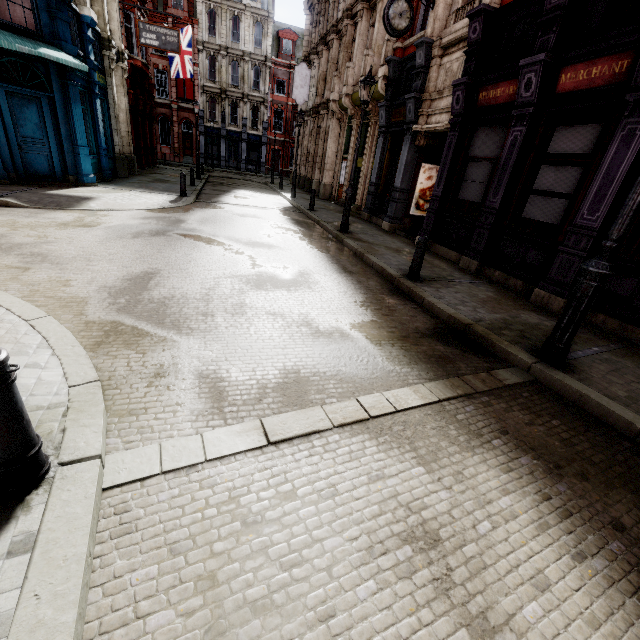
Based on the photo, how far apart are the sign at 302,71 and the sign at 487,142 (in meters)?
18.54

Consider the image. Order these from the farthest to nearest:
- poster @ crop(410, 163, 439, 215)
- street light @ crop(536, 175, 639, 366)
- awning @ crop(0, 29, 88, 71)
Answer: poster @ crop(410, 163, 439, 215)
awning @ crop(0, 29, 88, 71)
street light @ crop(536, 175, 639, 366)

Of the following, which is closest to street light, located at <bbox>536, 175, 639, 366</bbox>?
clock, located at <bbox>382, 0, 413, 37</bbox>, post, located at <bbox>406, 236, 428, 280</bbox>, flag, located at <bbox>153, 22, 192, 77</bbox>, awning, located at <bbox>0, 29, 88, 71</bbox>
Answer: post, located at <bbox>406, 236, 428, 280</bbox>

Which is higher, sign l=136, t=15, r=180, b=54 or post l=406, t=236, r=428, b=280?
sign l=136, t=15, r=180, b=54

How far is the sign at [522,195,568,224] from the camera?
6.86m

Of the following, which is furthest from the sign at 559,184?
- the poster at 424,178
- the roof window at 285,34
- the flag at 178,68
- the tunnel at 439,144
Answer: the roof window at 285,34

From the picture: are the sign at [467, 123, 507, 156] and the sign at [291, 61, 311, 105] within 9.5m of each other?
no

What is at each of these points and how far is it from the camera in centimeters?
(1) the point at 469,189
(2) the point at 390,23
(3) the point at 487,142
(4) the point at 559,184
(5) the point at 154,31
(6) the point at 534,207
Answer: (1) sign, 939cm
(2) clock, 1019cm
(3) sign, 877cm
(4) sign, 688cm
(5) sign, 1702cm
(6) sign, 743cm
